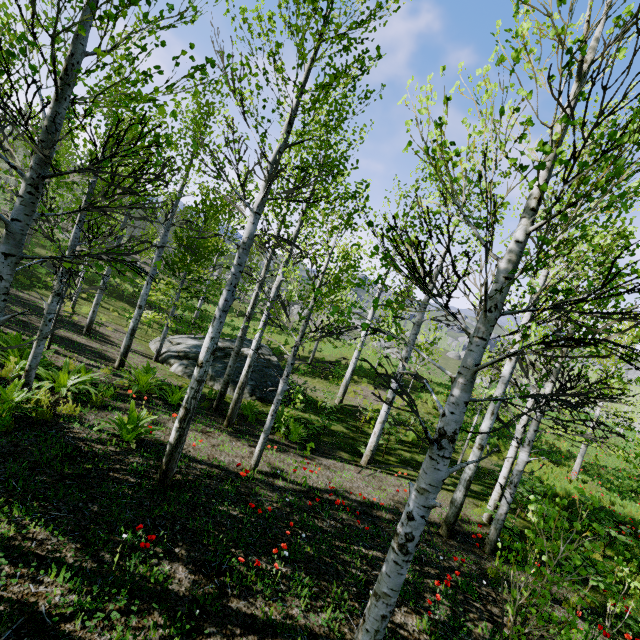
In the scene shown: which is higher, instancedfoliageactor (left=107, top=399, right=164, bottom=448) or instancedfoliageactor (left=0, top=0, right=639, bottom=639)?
instancedfoliageactor (left=0, top=0, right=639, bottom=639)

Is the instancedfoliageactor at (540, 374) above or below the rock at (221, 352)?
above

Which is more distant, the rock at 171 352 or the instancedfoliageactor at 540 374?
the rock at 171 352

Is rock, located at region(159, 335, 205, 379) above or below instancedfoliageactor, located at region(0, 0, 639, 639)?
below

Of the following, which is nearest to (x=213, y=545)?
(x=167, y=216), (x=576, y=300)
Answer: (x=576, y=300)

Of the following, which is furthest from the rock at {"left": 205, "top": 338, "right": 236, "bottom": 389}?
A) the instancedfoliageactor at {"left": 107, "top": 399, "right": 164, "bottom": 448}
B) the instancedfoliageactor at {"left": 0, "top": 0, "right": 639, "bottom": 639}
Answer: the instancedfoliageactor at {"left": 107, "top": 399, "right": 164, "bottom": 448}

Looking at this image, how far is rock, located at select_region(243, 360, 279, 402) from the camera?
12.5m

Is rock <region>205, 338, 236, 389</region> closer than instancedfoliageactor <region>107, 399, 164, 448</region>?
No
